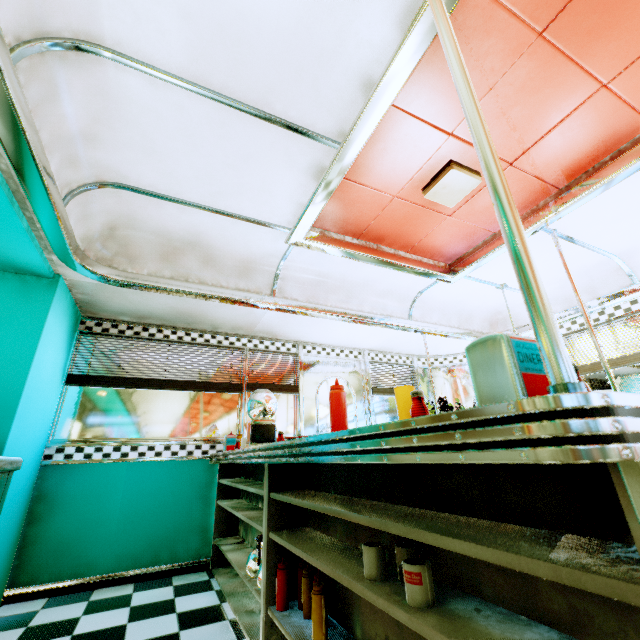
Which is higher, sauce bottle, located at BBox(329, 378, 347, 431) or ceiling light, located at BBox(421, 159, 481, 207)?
ceiling light, located at BBox(421, 159, 481, 207)

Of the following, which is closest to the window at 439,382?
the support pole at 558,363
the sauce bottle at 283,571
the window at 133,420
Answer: the window at 133,420

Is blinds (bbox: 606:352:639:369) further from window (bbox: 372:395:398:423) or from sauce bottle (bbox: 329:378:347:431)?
sauce bottle (bbox: 329:378:347:431)

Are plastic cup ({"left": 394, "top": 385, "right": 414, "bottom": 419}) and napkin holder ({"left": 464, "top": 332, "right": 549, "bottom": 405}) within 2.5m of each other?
yes

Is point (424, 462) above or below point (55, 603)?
above

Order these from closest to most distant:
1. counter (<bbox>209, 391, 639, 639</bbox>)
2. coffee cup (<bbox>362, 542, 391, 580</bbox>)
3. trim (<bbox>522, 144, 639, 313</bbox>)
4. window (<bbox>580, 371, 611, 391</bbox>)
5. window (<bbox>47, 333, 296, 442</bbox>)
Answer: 1. counter (<bbox>209, 391, 639, 639</bbox>)
2. coffee cup (<bbox>362, 542, 391, 580</bbox>)
3. trim (<bbox>522, 144, 639, 313</bbox>)
4. window (<bbox>47, 333, 296, 442</bbox>)
5. window (<bbox>580, 371, 611, 391</bbox>)

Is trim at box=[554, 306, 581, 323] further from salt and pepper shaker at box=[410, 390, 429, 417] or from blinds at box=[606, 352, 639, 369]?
salt and pepper shaker at box=[410, 390, 429, 417]

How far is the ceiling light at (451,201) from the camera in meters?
2.6 m
